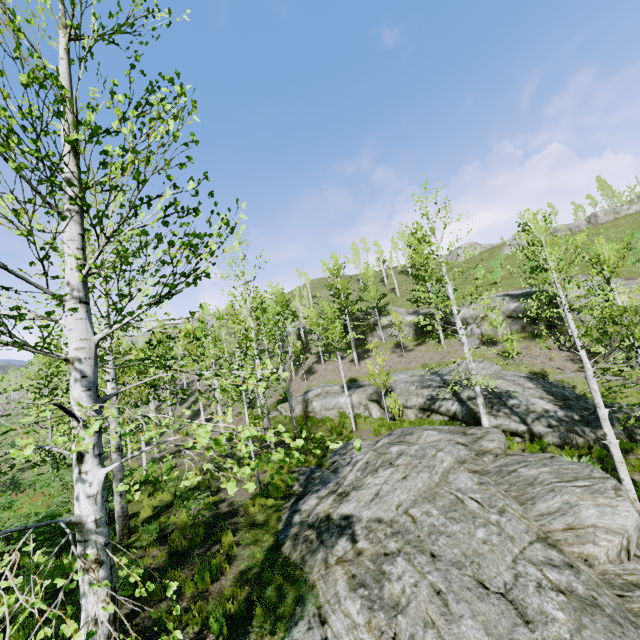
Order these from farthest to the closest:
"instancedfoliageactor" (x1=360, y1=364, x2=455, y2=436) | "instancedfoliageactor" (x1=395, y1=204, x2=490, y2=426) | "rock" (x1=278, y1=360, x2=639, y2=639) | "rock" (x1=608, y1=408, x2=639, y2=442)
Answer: "instancedfoliageactor" (x1=360, y1=364, x2=455, y2=436) < "instancedfoliageactor" (x1=395, y1=204, x2=490, y2=426) < "rock" (x1=608, y1=408, x2=639, y2=442) < "rock" (x1=278, y1=360, x2=639, y2=639)

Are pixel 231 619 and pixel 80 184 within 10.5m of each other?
yes

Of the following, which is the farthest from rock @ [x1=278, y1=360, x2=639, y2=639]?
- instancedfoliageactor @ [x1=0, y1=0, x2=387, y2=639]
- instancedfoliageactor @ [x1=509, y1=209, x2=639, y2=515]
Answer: instancedfoliageactor @ [x1=509, y1=209, x2=639, y2=515]

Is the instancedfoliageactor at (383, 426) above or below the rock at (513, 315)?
below

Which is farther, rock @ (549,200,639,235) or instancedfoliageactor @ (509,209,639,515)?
rock @ (549,200,639,235)

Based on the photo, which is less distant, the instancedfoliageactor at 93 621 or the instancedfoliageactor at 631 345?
the instancedfoliageactor at 93 621

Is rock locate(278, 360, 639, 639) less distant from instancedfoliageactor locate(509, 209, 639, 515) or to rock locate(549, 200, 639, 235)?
instancedfoliageactor locate(509, 209, 639, 515)

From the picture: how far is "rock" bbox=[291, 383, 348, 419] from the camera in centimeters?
2327cm
